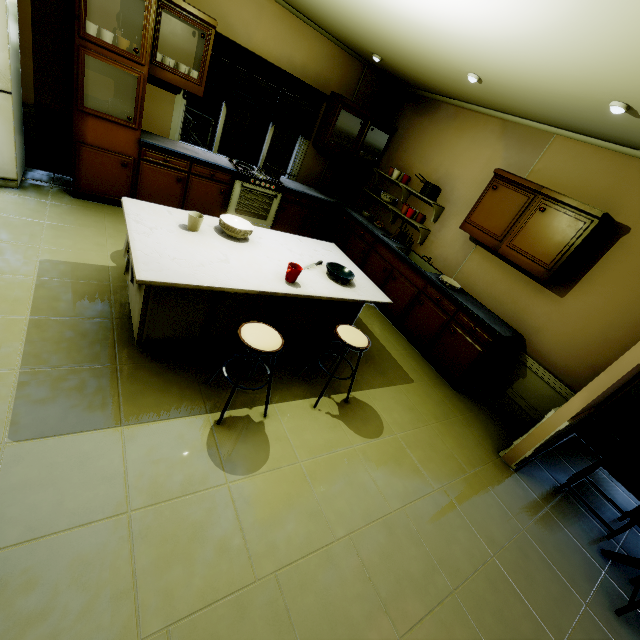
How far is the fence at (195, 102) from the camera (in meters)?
7.42

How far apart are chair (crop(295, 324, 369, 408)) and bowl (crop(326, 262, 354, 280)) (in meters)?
0.43

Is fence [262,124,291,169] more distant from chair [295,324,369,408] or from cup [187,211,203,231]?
chair [295,324,369,408]

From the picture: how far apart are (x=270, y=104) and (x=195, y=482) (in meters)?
4.85

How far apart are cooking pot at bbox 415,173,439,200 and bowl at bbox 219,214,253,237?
2.9m

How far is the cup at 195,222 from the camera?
2.39m

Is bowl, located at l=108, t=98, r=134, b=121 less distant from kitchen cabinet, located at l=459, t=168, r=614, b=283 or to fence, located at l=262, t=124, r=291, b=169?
kitchen cabinet, located at l=459, t=168, r=614, b=283

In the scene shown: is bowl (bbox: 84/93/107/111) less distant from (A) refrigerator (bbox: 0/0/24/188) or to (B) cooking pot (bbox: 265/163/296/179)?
(A) refrigerator (bbox: 0/0/24/188)
